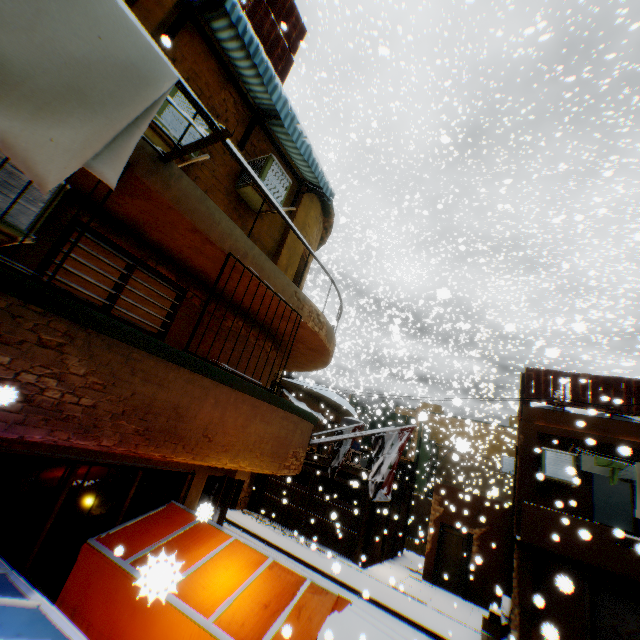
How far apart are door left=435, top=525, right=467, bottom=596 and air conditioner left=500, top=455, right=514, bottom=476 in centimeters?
238cm

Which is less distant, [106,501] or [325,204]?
[106,501]

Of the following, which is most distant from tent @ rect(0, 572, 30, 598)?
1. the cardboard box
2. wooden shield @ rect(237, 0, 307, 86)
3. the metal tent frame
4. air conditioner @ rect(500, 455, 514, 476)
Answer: air conditioner @ rect(500, 455, 514, 476)

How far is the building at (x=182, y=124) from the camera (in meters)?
4.80

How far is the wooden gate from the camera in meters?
14.7 m

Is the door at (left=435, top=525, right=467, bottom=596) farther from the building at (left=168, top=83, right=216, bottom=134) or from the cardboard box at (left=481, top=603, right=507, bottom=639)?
the cardboard box at (left=481, top=603, right=507, bottom=639)

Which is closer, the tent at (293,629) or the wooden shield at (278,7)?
the tent at (293,629)

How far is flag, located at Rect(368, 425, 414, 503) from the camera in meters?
7.6 m
